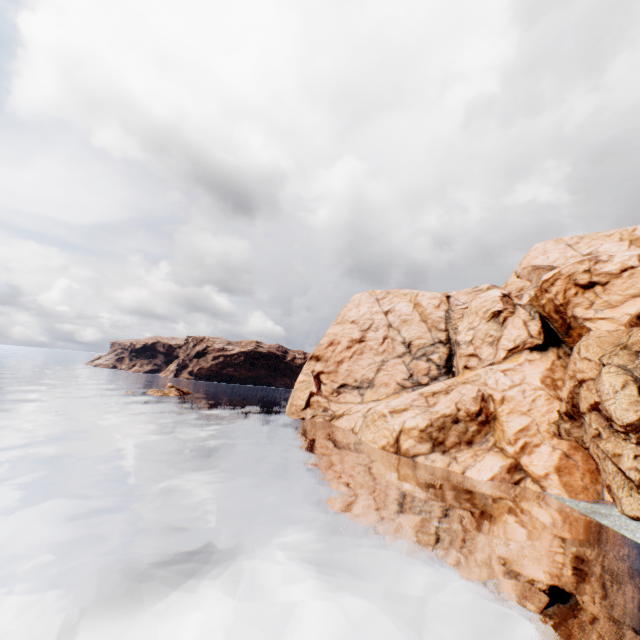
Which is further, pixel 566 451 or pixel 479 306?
pixel 479 306
